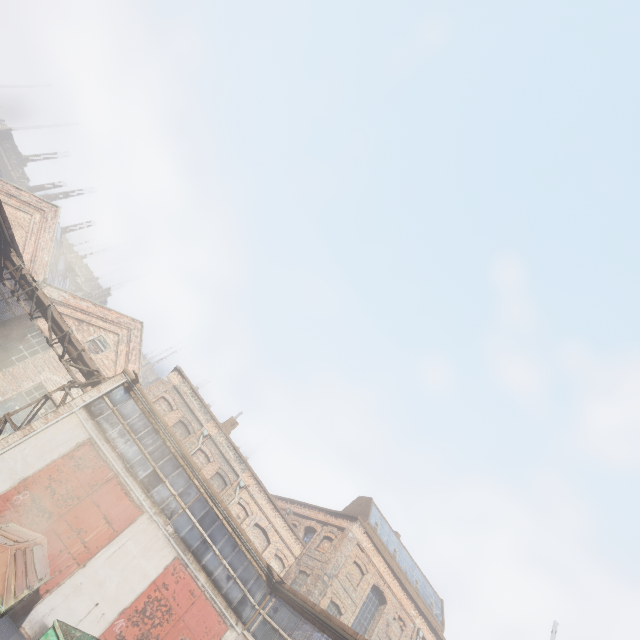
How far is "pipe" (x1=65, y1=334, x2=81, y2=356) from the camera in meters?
14.3

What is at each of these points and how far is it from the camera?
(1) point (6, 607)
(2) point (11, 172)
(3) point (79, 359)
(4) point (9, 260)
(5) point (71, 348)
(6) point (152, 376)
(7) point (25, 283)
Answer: (1) trash container, 7.1 meters
(2) building, 47.5 meters
(3) pipe, 14.3 meters
(4) pipe, 14.1 meters
(5) pipe, 14.3 meters
(6) building, 59.0 meters
(7) pipe, 14.2 meters

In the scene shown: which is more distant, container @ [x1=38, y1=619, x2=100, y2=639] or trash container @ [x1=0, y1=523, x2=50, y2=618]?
container @ [x1=38, y1=619, x2=100, y2=639]

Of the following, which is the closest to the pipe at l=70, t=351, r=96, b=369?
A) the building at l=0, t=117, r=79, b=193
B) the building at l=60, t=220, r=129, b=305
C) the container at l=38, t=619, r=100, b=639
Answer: the container at l=38, t=619, r=100, b=639

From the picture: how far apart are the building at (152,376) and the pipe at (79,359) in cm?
4413

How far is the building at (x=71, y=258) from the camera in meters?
48.0

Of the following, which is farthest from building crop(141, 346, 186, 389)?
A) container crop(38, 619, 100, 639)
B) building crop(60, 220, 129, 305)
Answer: container crop(38, 619, 100, 639)
